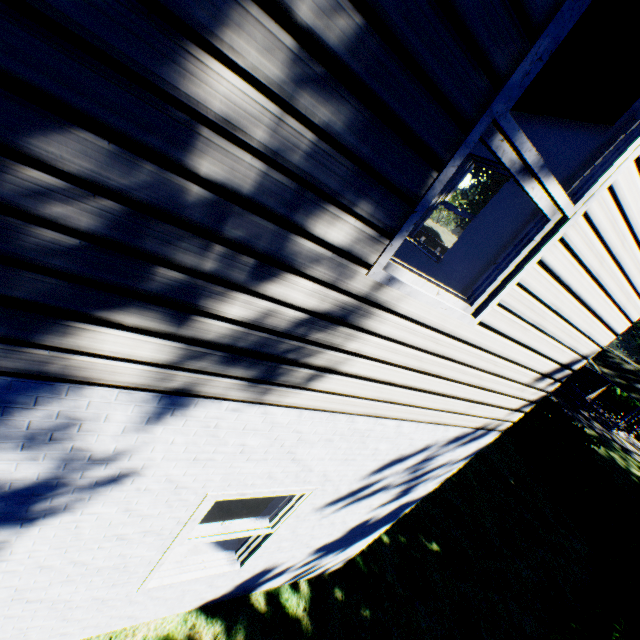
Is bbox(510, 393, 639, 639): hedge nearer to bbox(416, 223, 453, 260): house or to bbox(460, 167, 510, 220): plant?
bbox(460, 167, 510, 220): plant

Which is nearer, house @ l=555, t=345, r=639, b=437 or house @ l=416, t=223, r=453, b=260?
house @ l=555, t=345, r=639, b=437

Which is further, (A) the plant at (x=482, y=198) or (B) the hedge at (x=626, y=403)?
(B) the hedge at (x=626, y=403)

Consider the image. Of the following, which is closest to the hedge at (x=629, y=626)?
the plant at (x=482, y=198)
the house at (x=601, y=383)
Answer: the plant at (x=482, y=198)

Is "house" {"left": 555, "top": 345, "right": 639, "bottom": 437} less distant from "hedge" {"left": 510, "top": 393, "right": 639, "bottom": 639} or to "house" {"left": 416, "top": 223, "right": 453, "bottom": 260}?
"hedge" {"left": 510, "top": 393, "right": 639, "bottom": 639}

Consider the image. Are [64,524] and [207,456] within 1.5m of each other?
yes

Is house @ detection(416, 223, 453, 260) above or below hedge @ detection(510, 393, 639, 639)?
above

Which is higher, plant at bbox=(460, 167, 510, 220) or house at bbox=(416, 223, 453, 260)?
plant at bbox=(460, 167, 510, 220)
